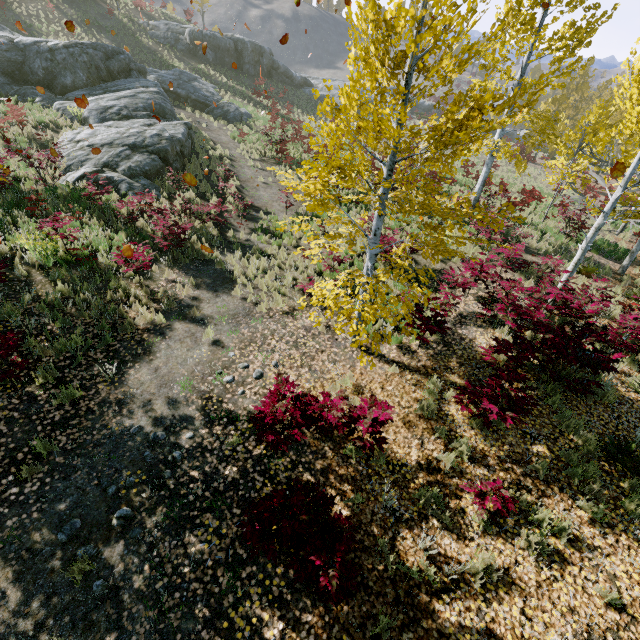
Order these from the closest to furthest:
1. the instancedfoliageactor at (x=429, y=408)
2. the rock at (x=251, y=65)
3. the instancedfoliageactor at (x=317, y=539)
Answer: the instancedfoliageactor at (x=317, y=539)
the instancedfoliageactor at (x=429, y=408)
the rock at (x=251, y=65)

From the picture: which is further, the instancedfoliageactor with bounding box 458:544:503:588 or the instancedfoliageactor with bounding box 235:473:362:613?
the instancedfoliageactor with bounding box 458:544:503:588

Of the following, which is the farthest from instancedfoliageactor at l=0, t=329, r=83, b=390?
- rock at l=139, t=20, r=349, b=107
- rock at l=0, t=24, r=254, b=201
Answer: rock at l=139, t=20, r=349, b=107

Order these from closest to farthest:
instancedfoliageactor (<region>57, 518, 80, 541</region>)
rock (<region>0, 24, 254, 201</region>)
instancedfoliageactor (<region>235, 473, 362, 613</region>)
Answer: instancedfoliageactor (<region>235, 473, 362, 613</region>) → instancedfoliageactor (<region>57, 518, 80, 541</region>) → rock (<region>0, 24, 254, 201</region>)

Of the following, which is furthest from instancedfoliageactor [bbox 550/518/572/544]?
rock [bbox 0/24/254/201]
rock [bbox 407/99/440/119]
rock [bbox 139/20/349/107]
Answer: rock [bbox 139/20/349/107]

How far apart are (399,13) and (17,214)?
11.2m

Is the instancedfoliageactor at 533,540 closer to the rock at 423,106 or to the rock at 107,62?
the rock at 107,62

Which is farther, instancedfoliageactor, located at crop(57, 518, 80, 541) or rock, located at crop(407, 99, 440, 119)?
rock, located at crop(407, 99, 440, 119)
